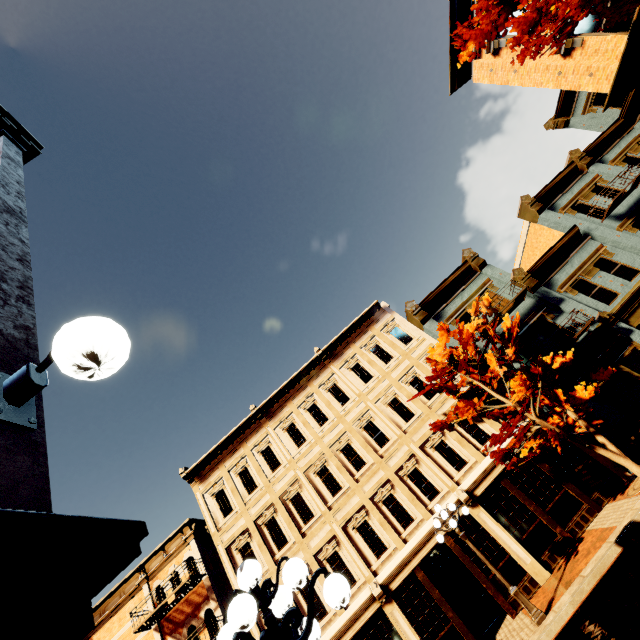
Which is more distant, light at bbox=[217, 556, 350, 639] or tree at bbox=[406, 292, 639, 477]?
tree at bbox=[406, 292, 639, 477]

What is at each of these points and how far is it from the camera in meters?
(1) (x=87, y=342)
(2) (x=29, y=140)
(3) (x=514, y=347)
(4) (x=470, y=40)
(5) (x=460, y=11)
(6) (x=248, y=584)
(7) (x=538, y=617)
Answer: (1) light, 1.4
(2) building, 6.4
(3) tree, 13.8
(4) tree, 9.0
(5) building, 14.0
(6) light, 3.0
(7) light, 9.0

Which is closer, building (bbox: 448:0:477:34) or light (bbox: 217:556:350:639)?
light (bbox: 217:556:350:639)

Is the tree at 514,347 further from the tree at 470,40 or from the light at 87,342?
the light at 87,342

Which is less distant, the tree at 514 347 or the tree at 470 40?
the tree at 470 40

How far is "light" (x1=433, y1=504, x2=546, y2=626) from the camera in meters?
9.0 m

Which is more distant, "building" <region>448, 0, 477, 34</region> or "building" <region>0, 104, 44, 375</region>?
"building" <region>448, 0, 477, 34</region>

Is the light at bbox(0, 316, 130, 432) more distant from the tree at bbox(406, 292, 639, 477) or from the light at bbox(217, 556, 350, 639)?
the tree at bbox(406, 292, 639, 477)
